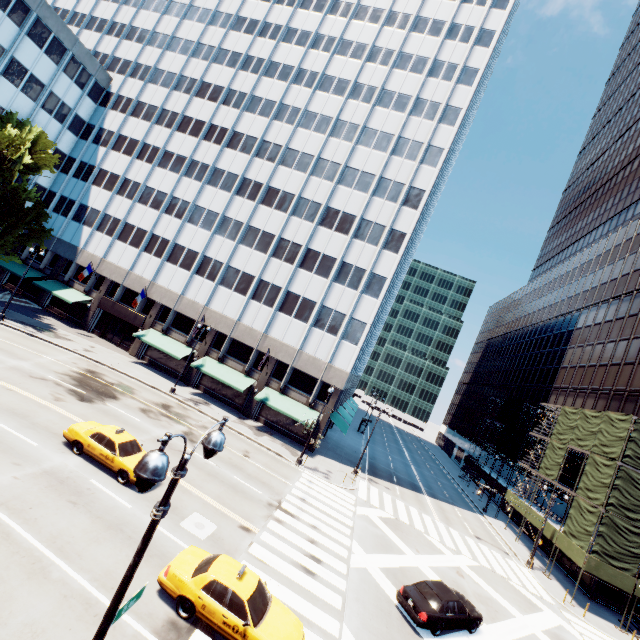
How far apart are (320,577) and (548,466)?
31.41m

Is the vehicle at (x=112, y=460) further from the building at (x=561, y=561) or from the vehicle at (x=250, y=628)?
the building at (x=561, y=561)

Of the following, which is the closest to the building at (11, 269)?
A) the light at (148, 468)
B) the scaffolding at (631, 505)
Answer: the scaffolding at (631, 505)

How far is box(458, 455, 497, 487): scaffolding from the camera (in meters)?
45.84

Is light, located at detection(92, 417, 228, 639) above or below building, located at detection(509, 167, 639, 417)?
below

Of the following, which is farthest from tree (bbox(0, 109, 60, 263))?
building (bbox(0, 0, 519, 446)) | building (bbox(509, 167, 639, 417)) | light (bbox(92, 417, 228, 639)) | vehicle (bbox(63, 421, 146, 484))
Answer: building (bbox(509, 167, 639, 417))

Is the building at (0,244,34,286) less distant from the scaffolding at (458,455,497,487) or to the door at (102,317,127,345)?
the door at (102,317,127,345)

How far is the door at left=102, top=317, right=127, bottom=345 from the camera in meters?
39.5
